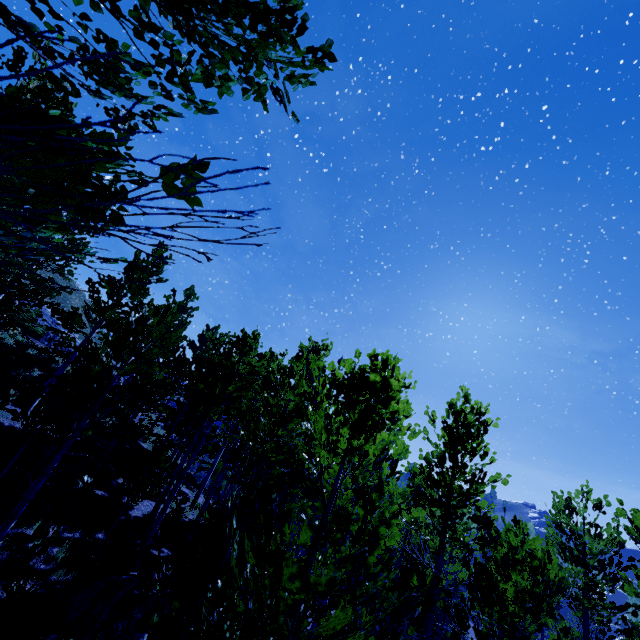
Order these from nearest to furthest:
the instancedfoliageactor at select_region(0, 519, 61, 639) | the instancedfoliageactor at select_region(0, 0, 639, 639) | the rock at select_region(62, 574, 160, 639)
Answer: the instancedfoliageactor at select_region(0, 0, 639, 639) < the instancedfoliageactor at select_region(0, 519, 61, 639) < the rock at select_region(62, 574, 160, 639)

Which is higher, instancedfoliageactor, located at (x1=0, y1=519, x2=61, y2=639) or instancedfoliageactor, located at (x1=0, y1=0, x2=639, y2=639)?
instancedfoliageactor, located at (x1=0, y1=0, x2=639, y2=639)

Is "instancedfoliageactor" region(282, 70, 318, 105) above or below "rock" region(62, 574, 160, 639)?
above

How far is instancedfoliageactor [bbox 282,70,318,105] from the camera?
1.6 meters

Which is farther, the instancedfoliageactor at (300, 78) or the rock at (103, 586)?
the rock at (103, 586)

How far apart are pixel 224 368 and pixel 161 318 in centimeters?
446cm

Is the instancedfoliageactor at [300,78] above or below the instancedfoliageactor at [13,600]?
above

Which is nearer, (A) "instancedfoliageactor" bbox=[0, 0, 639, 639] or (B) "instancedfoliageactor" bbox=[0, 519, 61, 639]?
(A) "instancedfoliageactor" bbox=[0, 0, 639, 639]
